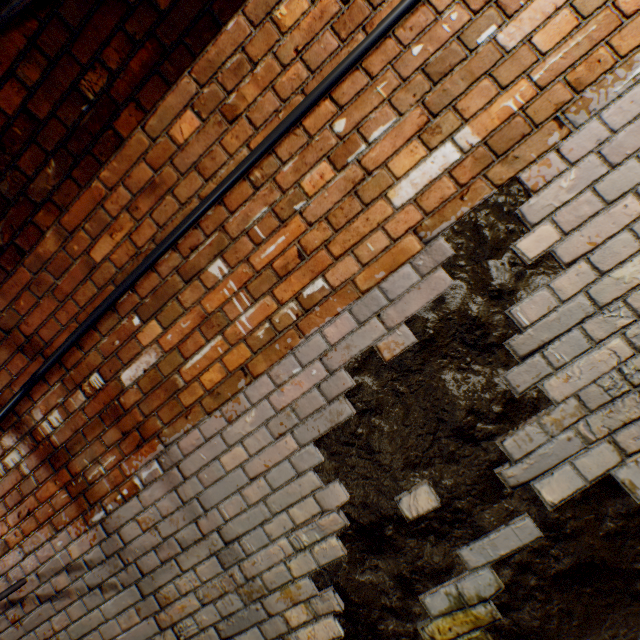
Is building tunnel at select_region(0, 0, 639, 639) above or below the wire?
below

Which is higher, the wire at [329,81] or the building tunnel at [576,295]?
the wire at [329,81]

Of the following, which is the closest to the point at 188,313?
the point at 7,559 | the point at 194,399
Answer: the point at 194,399

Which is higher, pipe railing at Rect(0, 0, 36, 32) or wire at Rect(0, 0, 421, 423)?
→ pipe railing at Rect(0, 0, 36, 32)

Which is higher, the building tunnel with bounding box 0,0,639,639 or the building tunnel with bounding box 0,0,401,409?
the building tunnel with bounding box 0,0,401,409

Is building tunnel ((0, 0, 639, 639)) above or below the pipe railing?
below

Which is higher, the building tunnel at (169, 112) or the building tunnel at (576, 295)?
the building tunnel at (169, 112)
